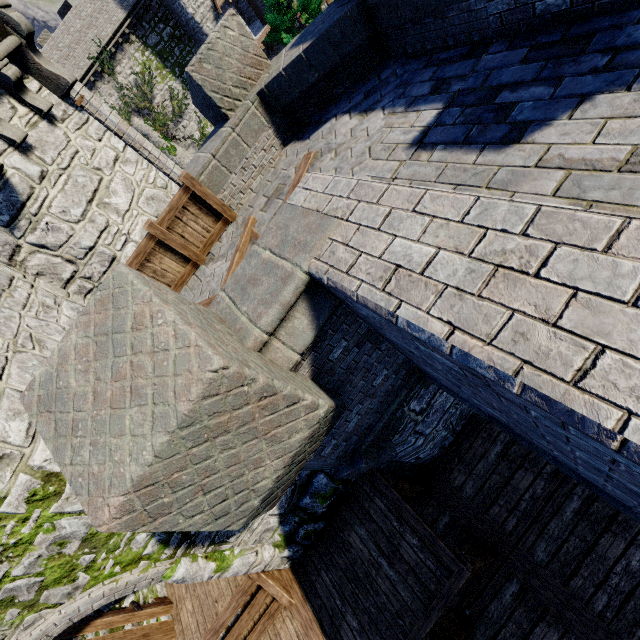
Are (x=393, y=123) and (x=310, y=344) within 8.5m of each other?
yes

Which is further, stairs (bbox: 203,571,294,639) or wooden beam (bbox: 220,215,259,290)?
stairs (bbox: 203,571,294,639)

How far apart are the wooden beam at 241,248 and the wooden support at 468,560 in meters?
5.1 m

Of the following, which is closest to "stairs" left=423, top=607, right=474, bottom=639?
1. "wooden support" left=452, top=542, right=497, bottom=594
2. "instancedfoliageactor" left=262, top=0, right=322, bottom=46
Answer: "wooden support" left=452, top=542, right=497, bottom=594

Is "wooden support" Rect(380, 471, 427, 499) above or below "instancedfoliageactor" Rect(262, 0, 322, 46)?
below

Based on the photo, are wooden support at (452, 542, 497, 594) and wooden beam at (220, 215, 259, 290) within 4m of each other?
no

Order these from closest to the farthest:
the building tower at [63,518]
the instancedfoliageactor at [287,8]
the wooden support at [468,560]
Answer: the building tower at [63,518]
the wooden support at [468,560]
the instancedfoliageactor at [287,8]

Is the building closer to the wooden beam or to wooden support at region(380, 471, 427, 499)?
the wooden beam
